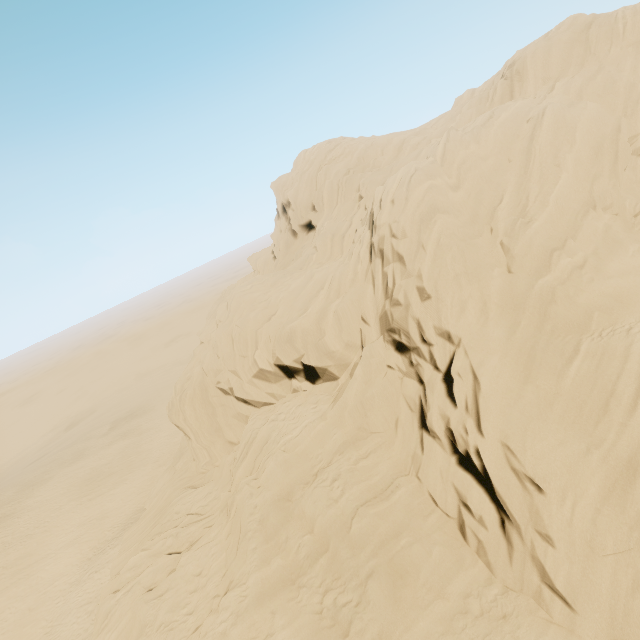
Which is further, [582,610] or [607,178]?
[607,178]
